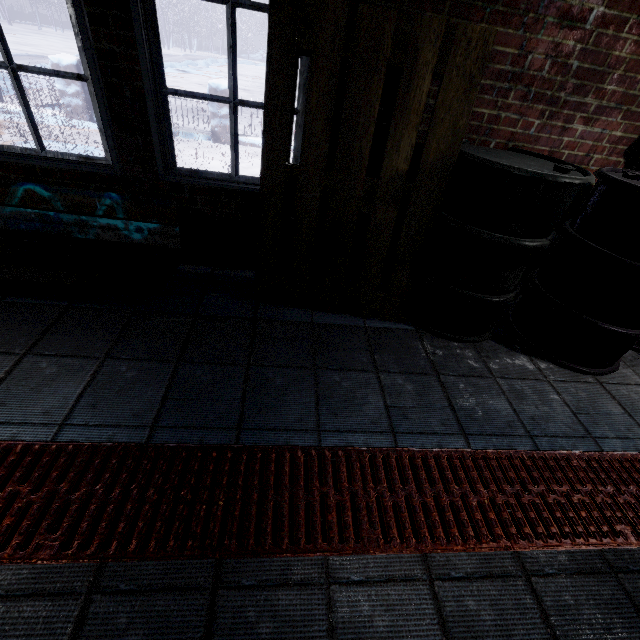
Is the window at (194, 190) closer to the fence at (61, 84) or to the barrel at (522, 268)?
the barrel at (522, 268)

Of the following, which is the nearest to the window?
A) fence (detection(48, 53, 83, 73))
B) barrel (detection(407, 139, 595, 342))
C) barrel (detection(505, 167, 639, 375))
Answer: barrel (detection(407, 139, 595, 342))

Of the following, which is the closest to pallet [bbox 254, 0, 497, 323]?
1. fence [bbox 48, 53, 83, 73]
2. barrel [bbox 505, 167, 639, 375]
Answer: barrel [bbox 505, 167, 639, 375]

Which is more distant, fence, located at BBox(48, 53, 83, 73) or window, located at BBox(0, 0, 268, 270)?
fence, located at BBox(48, 53, 83, 73)

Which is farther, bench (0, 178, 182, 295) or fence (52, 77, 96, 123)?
fence (52, 77, 96, 123)

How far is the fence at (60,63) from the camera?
5.0m

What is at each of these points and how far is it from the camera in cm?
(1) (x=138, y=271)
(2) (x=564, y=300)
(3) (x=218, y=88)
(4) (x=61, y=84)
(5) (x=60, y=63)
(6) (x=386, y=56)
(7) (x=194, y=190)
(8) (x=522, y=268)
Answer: (1) bench, 182
(2) barrel, 191
(3) fence, 543
(4) fence, 521
(5) fence, 505
(6) pallet, 144
(7) window, 203
(8) barrel, 185

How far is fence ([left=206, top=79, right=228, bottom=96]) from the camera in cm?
540
